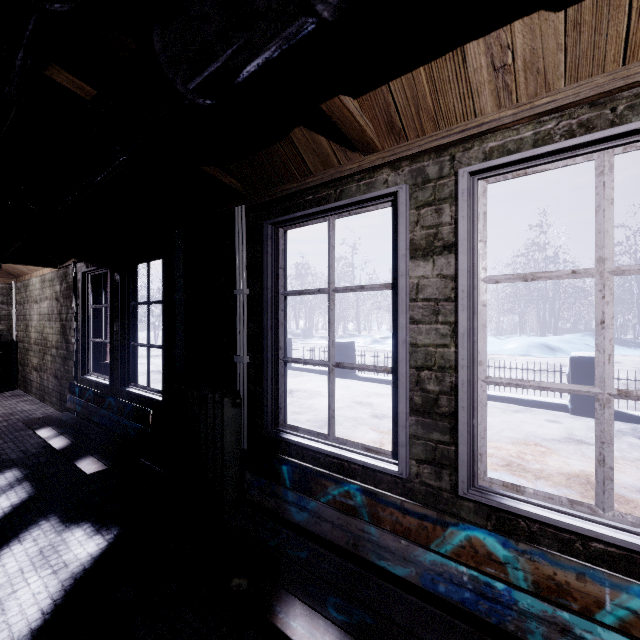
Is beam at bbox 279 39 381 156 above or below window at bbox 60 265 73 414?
above

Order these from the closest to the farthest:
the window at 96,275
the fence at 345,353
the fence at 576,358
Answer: the window at 96,275 < the fence at 576,358 < the fence at 345,353

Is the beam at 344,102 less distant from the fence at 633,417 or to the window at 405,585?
the window at 405,585

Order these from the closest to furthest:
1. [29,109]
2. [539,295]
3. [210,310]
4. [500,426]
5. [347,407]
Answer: Result: [29,109], [210,310], [500,426], [347,407], [539,295]

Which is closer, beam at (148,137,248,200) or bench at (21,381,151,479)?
beam at (148,137,248,200)

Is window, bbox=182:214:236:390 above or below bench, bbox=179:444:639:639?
above

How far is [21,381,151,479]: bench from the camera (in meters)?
2.45

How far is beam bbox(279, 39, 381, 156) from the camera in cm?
106
